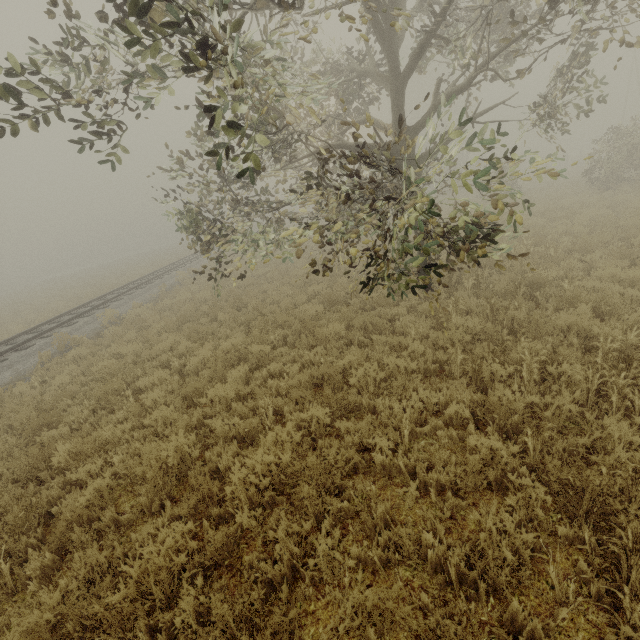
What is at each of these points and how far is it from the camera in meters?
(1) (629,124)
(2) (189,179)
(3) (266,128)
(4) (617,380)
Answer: (1) tree, 17.5 m
(2) tree, 8.9 m
(3) tree, 7.5 m
(4) tree, 4.0 m

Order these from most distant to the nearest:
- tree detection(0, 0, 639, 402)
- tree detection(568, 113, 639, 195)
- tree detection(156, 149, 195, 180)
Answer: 1. tree detection(568, 113, 639, 195)
2. tree detection(156, 149, 195, 180)
3. tree detection(0, 0, 639, 402)

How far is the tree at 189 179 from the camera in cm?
814

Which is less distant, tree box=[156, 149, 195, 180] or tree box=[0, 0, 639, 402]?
tree box=[0, 0, 639, 402]

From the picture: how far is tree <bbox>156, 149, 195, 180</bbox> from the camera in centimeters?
814cm

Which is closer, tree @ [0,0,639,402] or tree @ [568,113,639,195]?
tree @ [0,0,639,402]

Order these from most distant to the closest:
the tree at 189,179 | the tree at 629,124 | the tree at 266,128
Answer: the tree at 629,124 → the tree at 189,179 → the tree at 266,128
